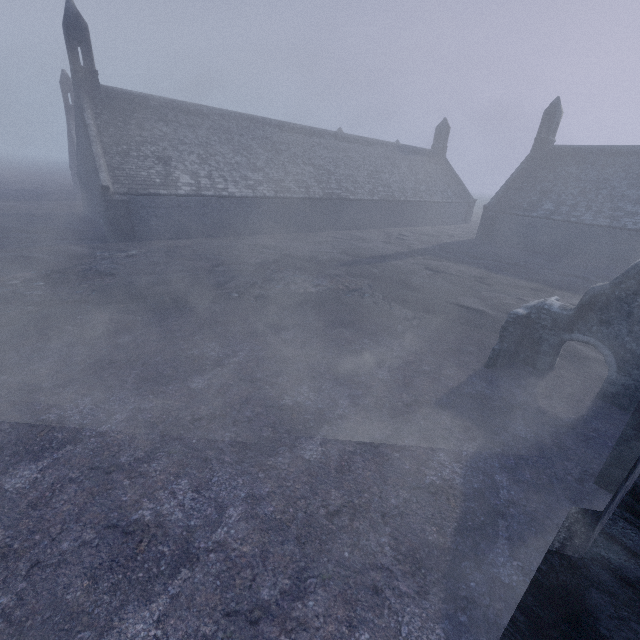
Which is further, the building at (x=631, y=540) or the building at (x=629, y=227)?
Result: the building at (x=629, y=227)

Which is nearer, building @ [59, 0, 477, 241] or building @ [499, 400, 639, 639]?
building @ [499, 400, 639, 639]

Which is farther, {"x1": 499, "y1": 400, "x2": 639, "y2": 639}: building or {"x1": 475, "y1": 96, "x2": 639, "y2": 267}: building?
{"x1": 475, "y1": 96, "x2": 639, "y2": 267}: building

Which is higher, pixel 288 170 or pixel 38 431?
pixel 288 170

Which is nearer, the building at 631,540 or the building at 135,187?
the building at 631,540

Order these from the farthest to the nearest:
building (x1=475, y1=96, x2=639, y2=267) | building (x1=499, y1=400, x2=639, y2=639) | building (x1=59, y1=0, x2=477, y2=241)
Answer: building (x1=475, y1=96, x2=639, y2=267) → building (x1=59, y1=0, x2=477, y2=241) → building (x1=499, y1=400, x2=639, y2=639)
